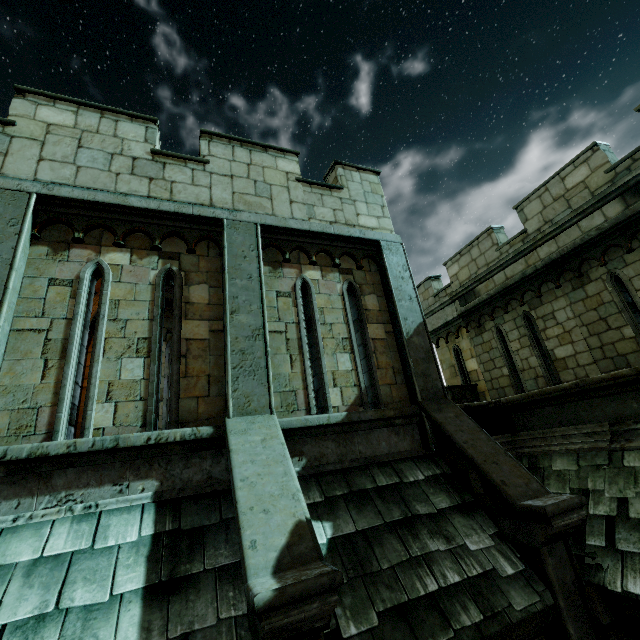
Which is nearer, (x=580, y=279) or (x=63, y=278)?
(x=63, y=278)

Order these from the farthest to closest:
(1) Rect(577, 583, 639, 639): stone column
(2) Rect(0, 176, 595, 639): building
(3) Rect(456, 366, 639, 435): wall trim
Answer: (3) Rect(456, 366, 639, 435): wall trim, (1) Rect(577, 583, 639, 639): stone column, (2) Rect(0, 176, 595, 639): building

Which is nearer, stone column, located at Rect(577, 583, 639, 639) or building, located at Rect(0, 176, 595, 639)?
building, located at Rect(0, 176, 595, 639)

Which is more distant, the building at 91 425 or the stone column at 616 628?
the stone column at 616 628

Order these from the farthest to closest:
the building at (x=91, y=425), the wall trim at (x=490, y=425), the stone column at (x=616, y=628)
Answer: the wall trim at (x=490, y=425), the stone column at (x=616, y=628), the building at (x=91, y=425)

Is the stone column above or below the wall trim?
below

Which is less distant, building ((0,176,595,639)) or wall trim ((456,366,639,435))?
building ((0,176,595,639))

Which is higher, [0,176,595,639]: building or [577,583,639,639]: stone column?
[0,176,595,639]: building
